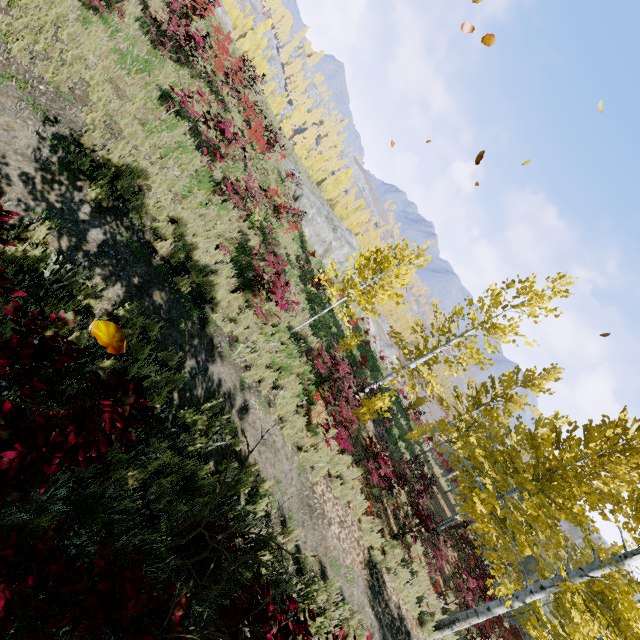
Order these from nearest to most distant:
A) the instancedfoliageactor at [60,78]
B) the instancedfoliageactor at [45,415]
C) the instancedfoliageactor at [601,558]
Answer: the instancedfoliageactor at [45,415] < the instancedfoliageactor at [60,78] < the instancedfoliageactor at [601,558]

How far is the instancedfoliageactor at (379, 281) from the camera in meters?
9.2

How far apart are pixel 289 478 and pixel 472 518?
13.90m

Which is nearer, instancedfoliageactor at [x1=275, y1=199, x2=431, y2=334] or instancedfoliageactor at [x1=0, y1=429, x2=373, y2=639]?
instancedfoliageactor at [x1=0, y1=429, x2=373, y2=639]

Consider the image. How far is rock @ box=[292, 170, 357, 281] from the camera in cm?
2661

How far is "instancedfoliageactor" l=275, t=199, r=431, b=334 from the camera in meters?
9.2

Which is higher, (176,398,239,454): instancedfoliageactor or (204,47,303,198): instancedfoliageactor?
(204,47,303,198): instancedfoliageactor
